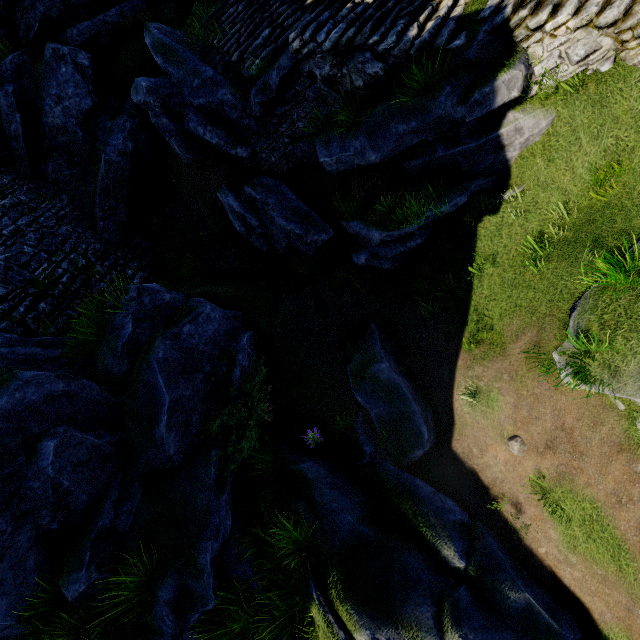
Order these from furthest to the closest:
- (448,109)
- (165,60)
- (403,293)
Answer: (165,60), (403,293), (448,109)

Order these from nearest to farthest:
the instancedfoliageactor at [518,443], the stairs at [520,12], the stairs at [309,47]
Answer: the stairs at [520,12]
the instancedfoliageactor at [518,443]
the stairs at [309,47]

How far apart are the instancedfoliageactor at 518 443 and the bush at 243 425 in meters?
4.7

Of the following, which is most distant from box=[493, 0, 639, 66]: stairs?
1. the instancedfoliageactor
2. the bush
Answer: the bush

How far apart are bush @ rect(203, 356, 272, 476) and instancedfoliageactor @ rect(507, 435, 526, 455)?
4.66m

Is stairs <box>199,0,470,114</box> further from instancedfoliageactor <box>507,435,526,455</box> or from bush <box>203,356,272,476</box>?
bush <box>203,356,272,476</box>
